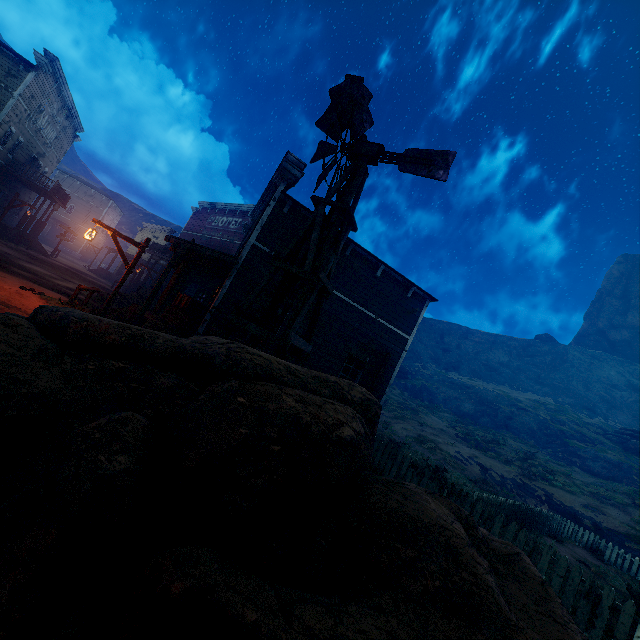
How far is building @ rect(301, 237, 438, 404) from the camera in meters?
12.8 m

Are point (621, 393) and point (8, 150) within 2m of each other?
no

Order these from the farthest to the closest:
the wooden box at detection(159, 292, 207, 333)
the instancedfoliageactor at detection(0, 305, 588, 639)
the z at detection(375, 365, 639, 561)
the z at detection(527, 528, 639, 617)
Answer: the z at detection(375, 365, 639, 561)
the wooden box at detection(159, 292, 207, 333)
the z at detection(527, 528, 639, 617)
the instancedfoliageactor at detection(0, 305, 588, 639)

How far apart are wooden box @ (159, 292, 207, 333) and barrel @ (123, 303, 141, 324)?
1.2 meters

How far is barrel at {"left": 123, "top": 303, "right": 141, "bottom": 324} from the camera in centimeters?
1292cm

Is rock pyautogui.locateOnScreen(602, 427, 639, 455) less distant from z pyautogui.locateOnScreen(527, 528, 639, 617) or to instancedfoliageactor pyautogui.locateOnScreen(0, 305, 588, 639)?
z pyautogui.locateOnScreen(527, 528, 639, 617)

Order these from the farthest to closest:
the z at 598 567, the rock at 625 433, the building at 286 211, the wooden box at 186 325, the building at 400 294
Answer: the rock at 625 433
the building at 400 294
the wooden box at 186 325
the building at 286 211
the z at 598 567

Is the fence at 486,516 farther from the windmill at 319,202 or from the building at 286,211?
the windmill at 319,202
